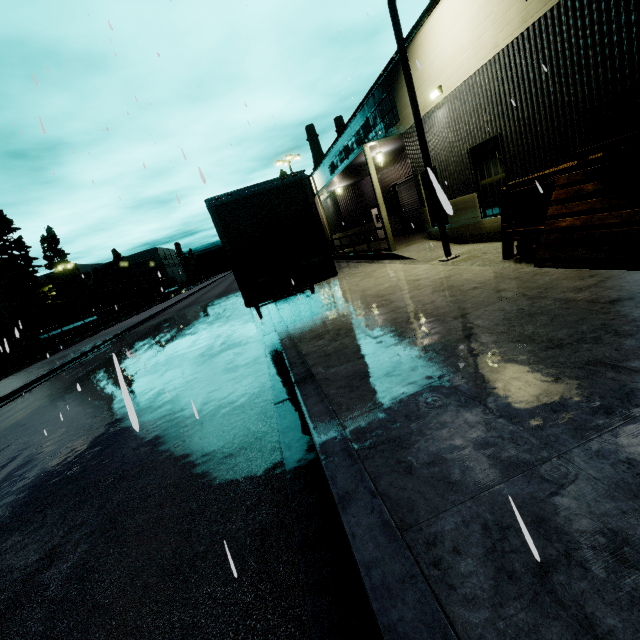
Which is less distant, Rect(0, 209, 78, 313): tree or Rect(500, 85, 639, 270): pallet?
Rect(500, 85, 639, 270): pallet

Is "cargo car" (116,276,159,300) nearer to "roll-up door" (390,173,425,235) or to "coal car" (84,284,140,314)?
"coal car" (84,284,140,314)

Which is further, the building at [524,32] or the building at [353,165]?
the building at [353,165]

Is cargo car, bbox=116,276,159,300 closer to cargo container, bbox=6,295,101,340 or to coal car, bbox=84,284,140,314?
coal car, bbox=84,284,140,314

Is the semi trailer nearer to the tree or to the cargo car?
the cargo car

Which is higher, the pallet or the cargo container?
the cargo container

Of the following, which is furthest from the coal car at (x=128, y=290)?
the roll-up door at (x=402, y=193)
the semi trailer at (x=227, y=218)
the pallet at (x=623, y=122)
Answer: the pallet at (x=623, y=122)

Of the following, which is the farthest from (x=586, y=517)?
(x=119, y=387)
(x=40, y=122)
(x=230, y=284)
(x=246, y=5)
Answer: (x=230, y=284)
